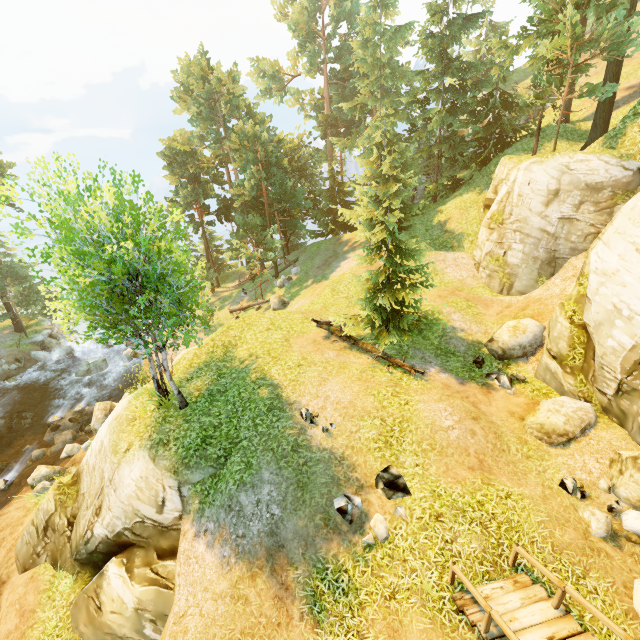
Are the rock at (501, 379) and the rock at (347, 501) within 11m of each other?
yes

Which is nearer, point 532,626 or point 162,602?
point 532,626

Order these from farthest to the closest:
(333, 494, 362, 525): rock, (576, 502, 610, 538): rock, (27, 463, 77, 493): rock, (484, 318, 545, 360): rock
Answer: (27, 463, 77, 493): rock
(484, 318, 545, 360): rock
(333, 494, 362, 525): rock
(576, 502, 610, 538): rock

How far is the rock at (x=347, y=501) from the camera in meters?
8.6 m

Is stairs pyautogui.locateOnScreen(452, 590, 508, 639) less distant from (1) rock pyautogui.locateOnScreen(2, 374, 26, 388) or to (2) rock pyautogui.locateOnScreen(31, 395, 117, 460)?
(2) rock pyautogui.locateOnScreen(31, 395, 117, 460)

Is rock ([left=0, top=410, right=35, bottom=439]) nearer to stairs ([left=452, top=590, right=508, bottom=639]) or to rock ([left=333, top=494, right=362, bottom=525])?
rock ([left=333, top=494, right=362, bottom=525])

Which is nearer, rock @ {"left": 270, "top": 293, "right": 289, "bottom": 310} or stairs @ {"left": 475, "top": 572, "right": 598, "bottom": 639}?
stairs @ {"left": 475, "top": 572, "right": 598, "bottom": 639}

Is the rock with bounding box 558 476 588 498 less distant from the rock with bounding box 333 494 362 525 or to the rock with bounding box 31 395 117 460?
the rock with bounding box 333 494 362 525
